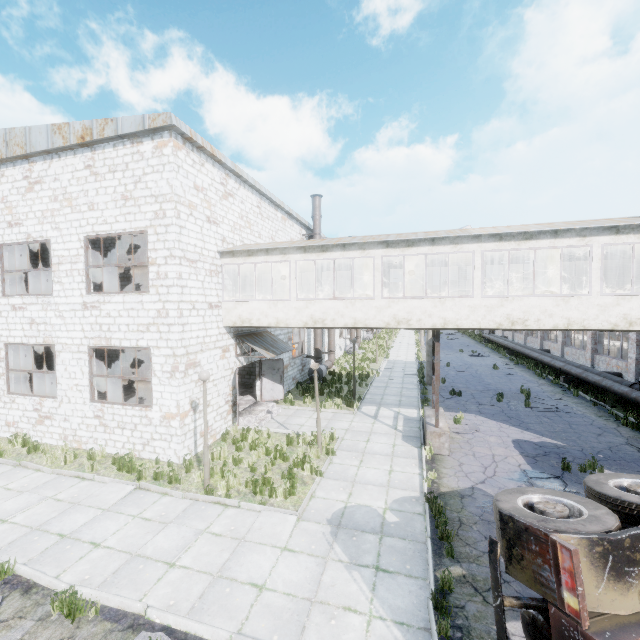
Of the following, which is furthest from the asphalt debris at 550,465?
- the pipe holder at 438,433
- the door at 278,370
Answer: the door at 278,370

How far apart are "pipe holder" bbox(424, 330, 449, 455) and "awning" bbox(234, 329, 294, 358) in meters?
6.6

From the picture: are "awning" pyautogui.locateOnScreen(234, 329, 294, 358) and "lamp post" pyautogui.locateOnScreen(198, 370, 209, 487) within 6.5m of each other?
yes

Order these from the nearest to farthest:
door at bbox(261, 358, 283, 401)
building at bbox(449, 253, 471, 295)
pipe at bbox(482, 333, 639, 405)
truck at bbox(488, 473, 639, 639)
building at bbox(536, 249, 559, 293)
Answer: truck at bbox(488, 473, 639, 639) → building at bbox(536, 249, 559, 293) → building at bbox(449, 253, 471, 295) → pipe at bbox(482, 333, 639, 405) → door at bbox(261, 358, 283, 401)

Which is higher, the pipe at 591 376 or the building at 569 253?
the building at 569 253

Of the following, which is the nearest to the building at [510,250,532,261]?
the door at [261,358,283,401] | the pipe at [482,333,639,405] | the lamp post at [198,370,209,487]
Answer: the door at [261,358,283,401]

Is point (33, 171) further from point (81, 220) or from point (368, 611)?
point (368, 611)

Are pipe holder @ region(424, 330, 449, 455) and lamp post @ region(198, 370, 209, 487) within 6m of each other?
no
